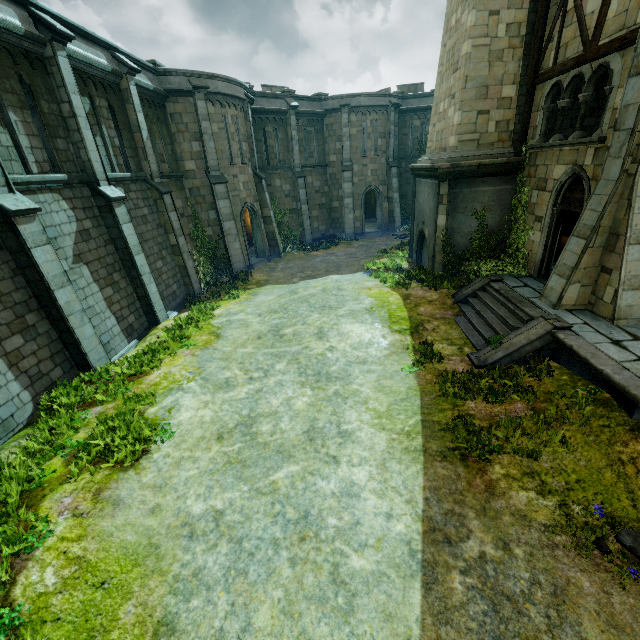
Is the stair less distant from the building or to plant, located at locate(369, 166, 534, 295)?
plant, located at locate(369, 166, 534, 295)

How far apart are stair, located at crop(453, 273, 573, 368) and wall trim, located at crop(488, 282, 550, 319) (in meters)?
0.01

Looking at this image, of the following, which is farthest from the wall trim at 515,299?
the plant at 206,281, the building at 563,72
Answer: the plant at 206,281

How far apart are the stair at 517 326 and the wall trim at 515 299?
0.0m

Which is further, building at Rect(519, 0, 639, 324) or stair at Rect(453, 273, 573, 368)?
stair at Rect(453, 273, 573, 368)

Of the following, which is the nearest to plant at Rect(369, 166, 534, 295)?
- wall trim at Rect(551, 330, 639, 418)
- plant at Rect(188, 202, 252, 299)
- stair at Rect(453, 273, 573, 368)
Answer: stair at Rect(453, 273, 573, 368)

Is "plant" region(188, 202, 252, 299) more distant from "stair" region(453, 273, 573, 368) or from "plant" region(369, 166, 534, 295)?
"stair" region(453, 273, 573, 368)

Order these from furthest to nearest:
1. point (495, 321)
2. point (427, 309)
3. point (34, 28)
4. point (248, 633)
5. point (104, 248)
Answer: point (427, 309) < point (104, 248) < point (495, 321) < point (34, 28) < point (248, 633)
